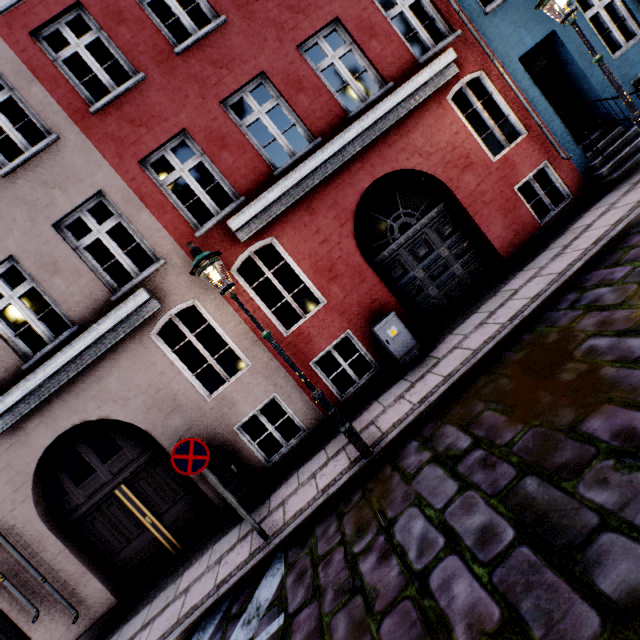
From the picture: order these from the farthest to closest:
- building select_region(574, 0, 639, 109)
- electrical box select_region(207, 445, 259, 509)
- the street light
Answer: building select_region(574, 0, 639, 109) < electrical box select_region(207, 445, 259, 509) < the street light

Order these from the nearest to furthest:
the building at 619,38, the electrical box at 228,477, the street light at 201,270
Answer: the street light at 201,270 < the electrical box at 228,477 < the building at 619,38

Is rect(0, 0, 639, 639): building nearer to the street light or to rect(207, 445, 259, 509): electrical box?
rect(207, 445, 259, 509): electrical box

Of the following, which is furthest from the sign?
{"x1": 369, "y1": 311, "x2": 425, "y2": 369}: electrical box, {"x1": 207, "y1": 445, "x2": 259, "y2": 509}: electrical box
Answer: {"x1": 369, "y1": 311, "x2": 425, "y2": 369}: electrical box

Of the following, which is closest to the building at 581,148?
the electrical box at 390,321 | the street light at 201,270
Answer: the electrical box at 390,321

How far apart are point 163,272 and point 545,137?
8.86m

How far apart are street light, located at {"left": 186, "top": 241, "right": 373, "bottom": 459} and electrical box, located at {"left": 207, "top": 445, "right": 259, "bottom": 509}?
2.56m

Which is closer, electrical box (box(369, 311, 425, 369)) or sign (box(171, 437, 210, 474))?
sign (box(171, 437, 210, 474))
